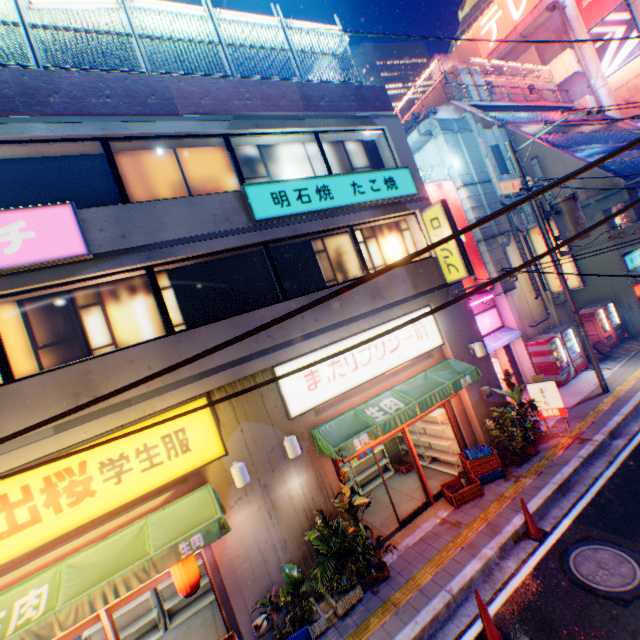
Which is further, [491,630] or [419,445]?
[419,445]

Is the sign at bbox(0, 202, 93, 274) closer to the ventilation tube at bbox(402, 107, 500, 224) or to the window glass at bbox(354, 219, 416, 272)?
the window glass at bbox(354, 219, 416, 272)

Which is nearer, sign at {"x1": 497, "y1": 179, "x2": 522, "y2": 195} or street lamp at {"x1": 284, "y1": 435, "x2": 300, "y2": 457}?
street lamp at {"x1": 284, "y1": 435, "x2": 300, "y2": 457}

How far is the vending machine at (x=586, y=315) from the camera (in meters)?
15.61

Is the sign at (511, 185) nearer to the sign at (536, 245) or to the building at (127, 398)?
the sign at (536, 245)

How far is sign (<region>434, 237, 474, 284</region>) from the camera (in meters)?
9.82

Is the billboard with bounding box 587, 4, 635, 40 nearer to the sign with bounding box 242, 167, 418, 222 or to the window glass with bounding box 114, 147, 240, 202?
the sign with bounding box 242, 167, 418, 222

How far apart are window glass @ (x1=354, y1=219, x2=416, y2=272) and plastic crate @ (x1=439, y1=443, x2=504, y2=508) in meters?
5.7 m
